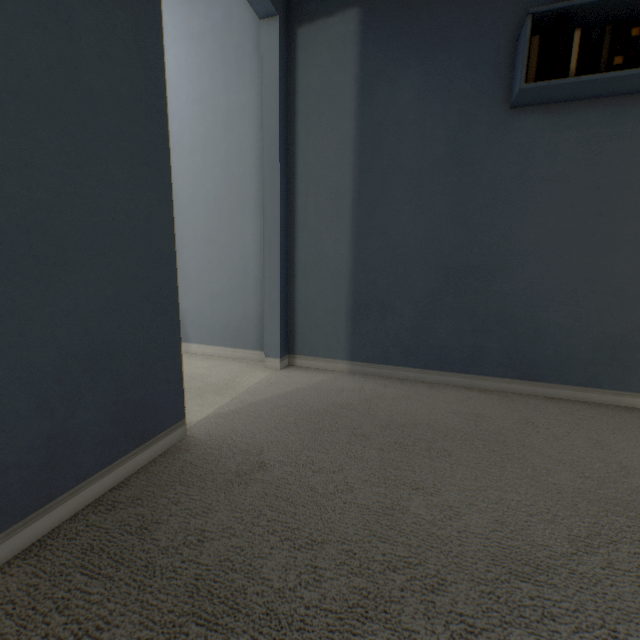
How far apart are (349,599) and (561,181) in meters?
2.0 m
